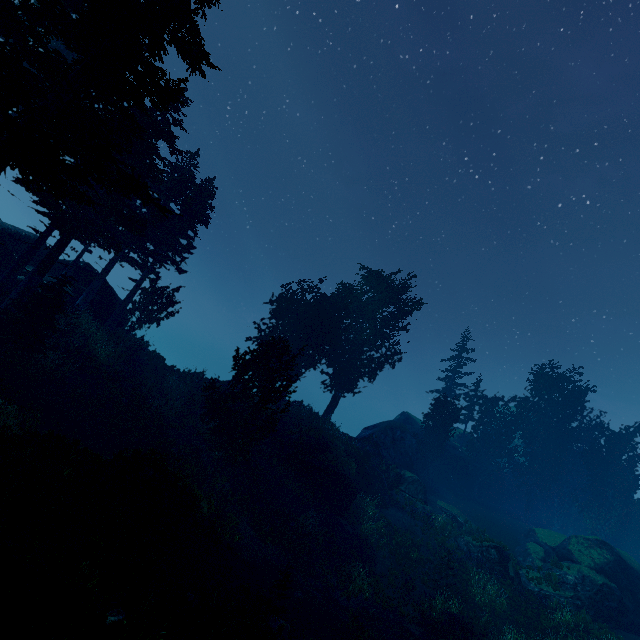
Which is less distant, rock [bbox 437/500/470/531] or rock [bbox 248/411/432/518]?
rock [bbox 248/411/432/518]

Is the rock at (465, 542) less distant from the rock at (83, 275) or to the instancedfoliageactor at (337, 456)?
the instancedfoliageactor at (337, 456)

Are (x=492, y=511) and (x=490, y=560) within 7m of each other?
no

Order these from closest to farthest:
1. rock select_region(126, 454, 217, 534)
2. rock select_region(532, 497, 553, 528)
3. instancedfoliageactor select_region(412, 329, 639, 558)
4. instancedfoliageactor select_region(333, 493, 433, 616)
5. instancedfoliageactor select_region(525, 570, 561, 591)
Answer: rock select_region(126, 454, 217, 534) < instancedfoliageactor select_region(333, 493, 433, 616) < instancedfoliageactor select_region(525, 570, 561, 591) < instancedfoliageactor select_region(412, 329, 639, 558) < rock select_region(532, 497, 553, 528)

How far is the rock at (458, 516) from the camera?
28.1 meters

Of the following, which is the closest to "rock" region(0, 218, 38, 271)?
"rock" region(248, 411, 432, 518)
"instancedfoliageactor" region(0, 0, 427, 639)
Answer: "instancedfoliageactor" region(0, 0, 427, 639)

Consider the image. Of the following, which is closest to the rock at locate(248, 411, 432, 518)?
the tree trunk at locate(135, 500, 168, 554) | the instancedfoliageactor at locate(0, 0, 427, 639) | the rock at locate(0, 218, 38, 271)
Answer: the instancedfoliageactor at locate(0, 0, 427, 639)

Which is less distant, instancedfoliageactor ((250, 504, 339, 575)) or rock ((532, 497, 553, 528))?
instancedfoliageactor ((250, 504, 339, 575))
